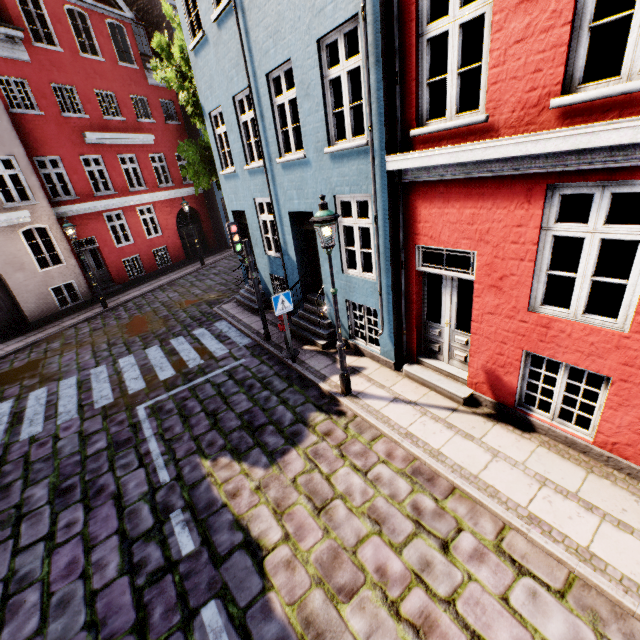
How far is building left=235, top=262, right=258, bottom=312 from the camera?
11.9m

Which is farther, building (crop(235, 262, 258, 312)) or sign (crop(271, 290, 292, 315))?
building (crop(235, 262, 258, 312))

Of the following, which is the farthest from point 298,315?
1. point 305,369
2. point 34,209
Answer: point 34,209

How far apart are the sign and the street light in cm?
177

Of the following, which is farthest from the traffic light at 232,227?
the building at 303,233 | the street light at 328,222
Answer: the street light at 328,222

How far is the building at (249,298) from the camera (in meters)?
11.90

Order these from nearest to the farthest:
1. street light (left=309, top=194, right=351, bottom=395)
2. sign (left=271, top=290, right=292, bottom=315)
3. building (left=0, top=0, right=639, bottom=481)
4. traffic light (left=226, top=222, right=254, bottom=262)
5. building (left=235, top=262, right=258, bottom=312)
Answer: building (left=0, top=0, right=639, bottom=481) < street light (left=309, top=194, right=351, bottom=395) < sign (left=271, top=290, right=292, bottom=315) < traffic light (left=226, top=222, right=254, bottom=262) < building (left=235, top=262, right=258, bottom=312)
